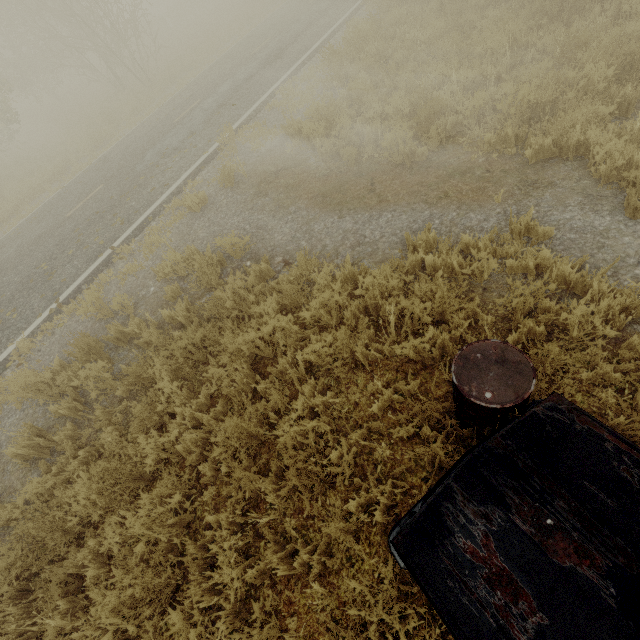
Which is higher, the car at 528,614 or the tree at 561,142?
the car at 528,614

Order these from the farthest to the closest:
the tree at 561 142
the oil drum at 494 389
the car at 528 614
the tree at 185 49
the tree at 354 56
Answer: the tree at 185 49
the tree at 354 56
the tree at 561 142
the oil drum at 494 389
the car at 528 614

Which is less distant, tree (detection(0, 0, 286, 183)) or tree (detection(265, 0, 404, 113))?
tree (detection(265, 0, 404, 113))

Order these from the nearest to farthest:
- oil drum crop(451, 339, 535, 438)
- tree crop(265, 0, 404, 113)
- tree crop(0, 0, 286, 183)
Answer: oil drum crop(451, 339, 535, 438) < tree crop(265, 0, 404, 113) < tree crop(0, 0, 286, 183)

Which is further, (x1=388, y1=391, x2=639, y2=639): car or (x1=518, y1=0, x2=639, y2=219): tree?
(x1=518, y1=0, x2=639, y2=219): tree

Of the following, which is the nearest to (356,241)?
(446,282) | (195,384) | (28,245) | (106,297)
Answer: (446,282)

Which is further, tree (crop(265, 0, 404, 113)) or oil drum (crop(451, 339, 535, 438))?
tree (crop(265, 0, 404, 113))

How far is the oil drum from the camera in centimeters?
238cm
